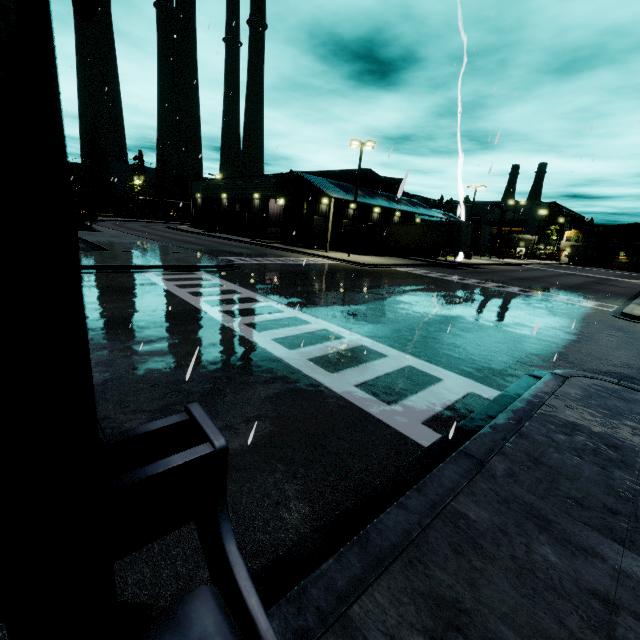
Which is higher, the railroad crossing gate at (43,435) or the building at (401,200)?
the building at (401,200)

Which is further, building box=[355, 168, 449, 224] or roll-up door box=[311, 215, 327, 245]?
roll-up door box=[311, 215, 327, 245]

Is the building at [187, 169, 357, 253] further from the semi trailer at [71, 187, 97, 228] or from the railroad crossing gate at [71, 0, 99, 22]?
the railroad crossing gate at [71, 0, 99, 22]

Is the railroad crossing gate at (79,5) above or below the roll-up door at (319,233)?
above

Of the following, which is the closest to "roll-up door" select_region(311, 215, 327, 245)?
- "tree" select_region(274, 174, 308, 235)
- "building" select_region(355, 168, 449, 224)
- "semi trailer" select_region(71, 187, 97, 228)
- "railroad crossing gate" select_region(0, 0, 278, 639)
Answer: "building" select_region(355, 168, 449, 224)

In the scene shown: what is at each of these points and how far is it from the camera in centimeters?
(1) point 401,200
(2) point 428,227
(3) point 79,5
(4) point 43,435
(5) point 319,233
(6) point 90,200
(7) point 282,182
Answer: (1) building, 4497cm
(2) semi trailer, 3306cm
(3) railroad crossing gate, 96cm
(4) railroad crossing gate, 50cm
(5) roll-up door, 3975cm
(6) semi trailer, 2931cm
(7) tree, 3684cm
